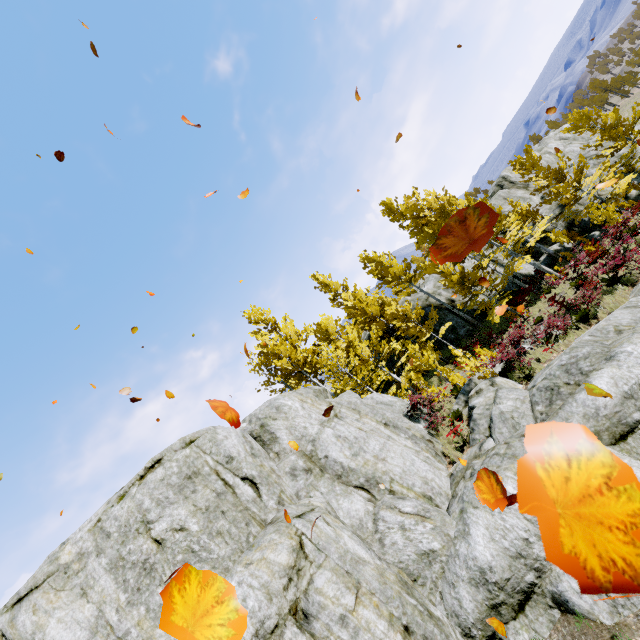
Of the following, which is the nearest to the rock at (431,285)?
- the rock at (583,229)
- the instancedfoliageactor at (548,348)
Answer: the instancedfoliageactor at (548,348)

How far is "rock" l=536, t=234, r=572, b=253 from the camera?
21.8m

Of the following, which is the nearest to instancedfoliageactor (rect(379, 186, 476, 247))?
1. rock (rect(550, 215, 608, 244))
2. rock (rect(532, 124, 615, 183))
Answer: rock (rect(532, 124, 615, 183))

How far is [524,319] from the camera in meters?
13.4

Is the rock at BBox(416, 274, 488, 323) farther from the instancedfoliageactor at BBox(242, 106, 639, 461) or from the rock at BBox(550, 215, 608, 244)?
the rock at BBox(550, 215, 608, 244)

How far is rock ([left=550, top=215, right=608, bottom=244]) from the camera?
19.3 meters

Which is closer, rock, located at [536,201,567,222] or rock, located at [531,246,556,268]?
rock, located at [531,246,556,268]

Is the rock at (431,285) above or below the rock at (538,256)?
above
